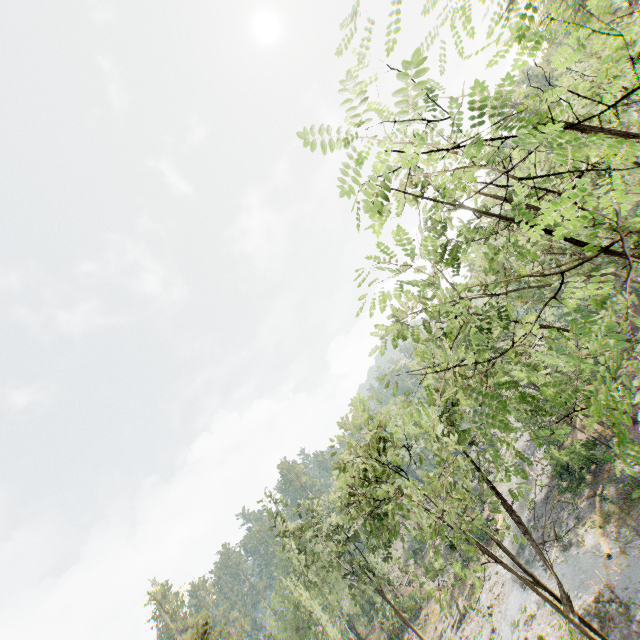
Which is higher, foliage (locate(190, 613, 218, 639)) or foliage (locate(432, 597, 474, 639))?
foliage (locate(190, 613, 218, 639))

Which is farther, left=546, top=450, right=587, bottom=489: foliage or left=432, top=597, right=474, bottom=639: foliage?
left=546, top=450, right=587, bottom=489: foliage

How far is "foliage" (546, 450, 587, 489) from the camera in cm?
3064

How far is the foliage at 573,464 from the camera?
30.6 meters

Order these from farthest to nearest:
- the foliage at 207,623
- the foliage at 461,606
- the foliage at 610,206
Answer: the foliage at 207,623, the foliage at 461,606, the foliage at 610,206

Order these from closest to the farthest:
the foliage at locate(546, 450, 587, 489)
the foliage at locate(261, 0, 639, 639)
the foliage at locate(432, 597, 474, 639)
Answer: the foliage at locate(261, 0, 639, 639)
the foliage at locate(432, 597, 474, 639)
the foliage at locate(546, 450, 587, 489)

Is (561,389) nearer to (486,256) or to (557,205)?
(486,256)
